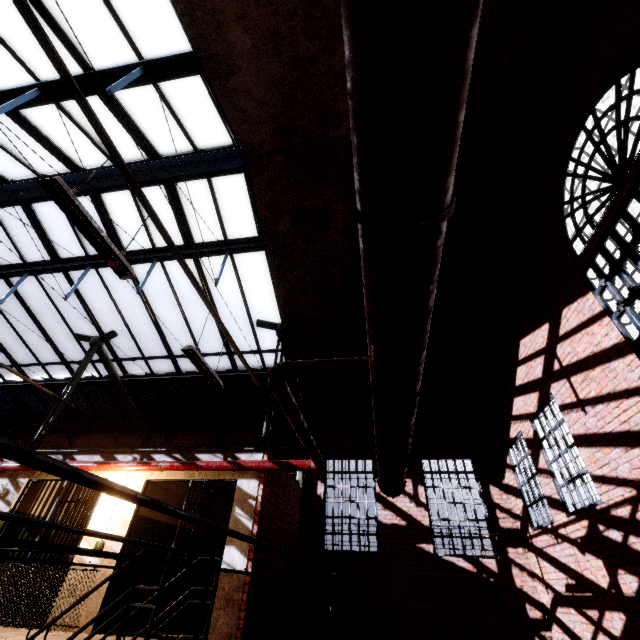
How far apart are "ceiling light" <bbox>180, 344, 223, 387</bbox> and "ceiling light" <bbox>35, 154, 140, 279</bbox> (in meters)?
1.42

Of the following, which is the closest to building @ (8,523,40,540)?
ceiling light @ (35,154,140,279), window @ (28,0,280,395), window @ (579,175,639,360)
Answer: window @ (28,0,280,395)

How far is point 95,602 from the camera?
5.6m

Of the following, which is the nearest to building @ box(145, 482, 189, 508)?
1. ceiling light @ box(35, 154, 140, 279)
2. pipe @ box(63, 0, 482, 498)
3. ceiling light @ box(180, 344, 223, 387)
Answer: pipe @ box(63, 0, 482, 498)

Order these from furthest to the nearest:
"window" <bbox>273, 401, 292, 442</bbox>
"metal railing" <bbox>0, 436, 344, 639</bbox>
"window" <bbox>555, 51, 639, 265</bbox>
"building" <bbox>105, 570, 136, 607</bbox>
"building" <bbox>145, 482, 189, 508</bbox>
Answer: "window" <bbox>273, 401, 292, 442</bbox>, "building" <bbox>145, 482, 189, 508</bbox>, "building" <bbox>105, 570, 136, 607</bbox>, "window" <bbox>555, 51, 639, 265</bbox>, "metal railing" <bbox>0, 436, 344, 639</bbox>

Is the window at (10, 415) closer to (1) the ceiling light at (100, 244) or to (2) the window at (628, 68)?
(1) the ceiling light at (100, 244)

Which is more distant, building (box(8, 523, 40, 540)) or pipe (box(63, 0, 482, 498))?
building (box(8, 523, 40, 540))

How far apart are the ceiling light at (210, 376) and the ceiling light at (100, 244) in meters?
1.4 m
